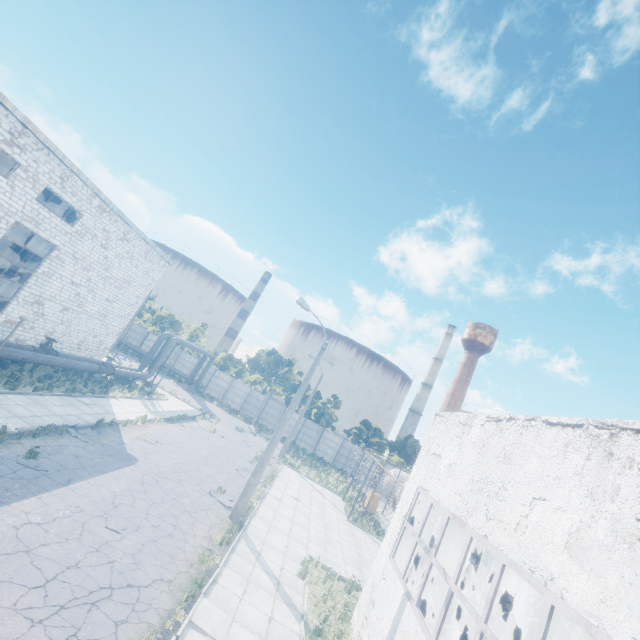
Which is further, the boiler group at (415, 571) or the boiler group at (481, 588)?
the boiler group at (481, 588)

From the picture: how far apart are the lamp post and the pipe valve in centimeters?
1465cm

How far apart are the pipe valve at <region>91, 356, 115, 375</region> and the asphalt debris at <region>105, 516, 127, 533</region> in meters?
15.2 m

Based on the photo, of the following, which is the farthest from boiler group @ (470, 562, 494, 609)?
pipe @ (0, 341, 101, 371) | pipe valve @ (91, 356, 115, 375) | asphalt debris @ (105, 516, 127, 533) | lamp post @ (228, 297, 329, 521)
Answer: pipe valve @ (91, 356, 115, 375)

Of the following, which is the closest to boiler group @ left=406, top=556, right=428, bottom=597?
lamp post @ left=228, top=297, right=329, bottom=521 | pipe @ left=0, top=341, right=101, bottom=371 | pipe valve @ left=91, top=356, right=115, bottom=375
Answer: lamp post @ left=228, top=297, right=329, bottom=521

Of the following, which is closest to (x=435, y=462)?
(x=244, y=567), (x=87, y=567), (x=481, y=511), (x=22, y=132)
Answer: (x=481, y=511)

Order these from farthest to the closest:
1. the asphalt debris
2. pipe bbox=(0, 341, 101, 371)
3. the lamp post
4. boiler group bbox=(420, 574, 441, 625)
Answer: pipe bbox=(0, 341, 101, 371) < the lamp post < boiler group bbox=(420, 574, 441, 625) < the asphalt debris

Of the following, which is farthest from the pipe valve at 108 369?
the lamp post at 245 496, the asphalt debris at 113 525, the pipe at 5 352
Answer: the asphalt debris at 113 525
